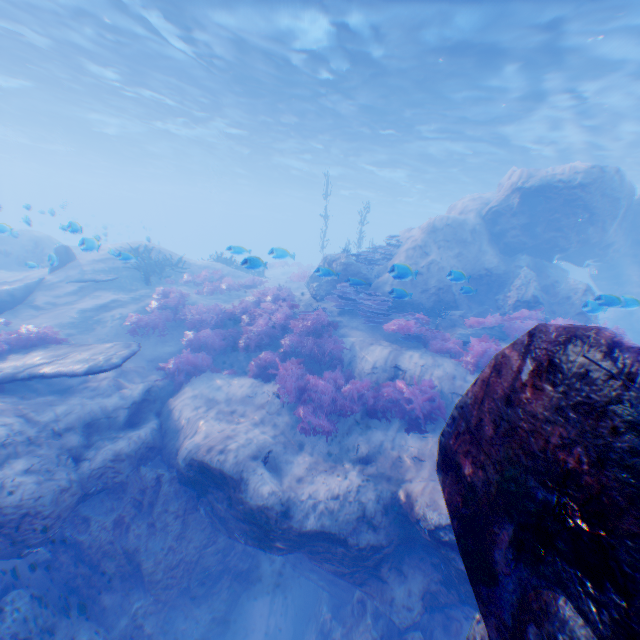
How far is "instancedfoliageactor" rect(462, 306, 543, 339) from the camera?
10.4 meters

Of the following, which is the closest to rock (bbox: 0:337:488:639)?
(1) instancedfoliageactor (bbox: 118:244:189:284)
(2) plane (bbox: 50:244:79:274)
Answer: (2) plane (bbox: 50:244:79:274)

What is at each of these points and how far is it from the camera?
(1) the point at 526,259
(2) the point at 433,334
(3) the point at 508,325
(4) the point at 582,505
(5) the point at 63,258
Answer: (1) rock, 14.26m
(2) instancedfoliageactor, 10.69m
(3) instancedfoliageactor, 10.70m
(4) plane, 1.61m
(5) plane, 14.19m

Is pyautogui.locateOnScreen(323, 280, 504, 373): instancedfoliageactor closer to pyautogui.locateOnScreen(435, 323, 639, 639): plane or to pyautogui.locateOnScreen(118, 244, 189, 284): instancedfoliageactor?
pyautogui.locateOnScreen(435, 323, 639, 639): plane

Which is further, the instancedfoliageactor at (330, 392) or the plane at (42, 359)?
the instancedfoliageactor at (330, 392)

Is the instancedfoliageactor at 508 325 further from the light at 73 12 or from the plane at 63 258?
the light at 73 12

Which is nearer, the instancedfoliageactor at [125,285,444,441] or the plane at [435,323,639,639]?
the plane at [435,323,639,639]
